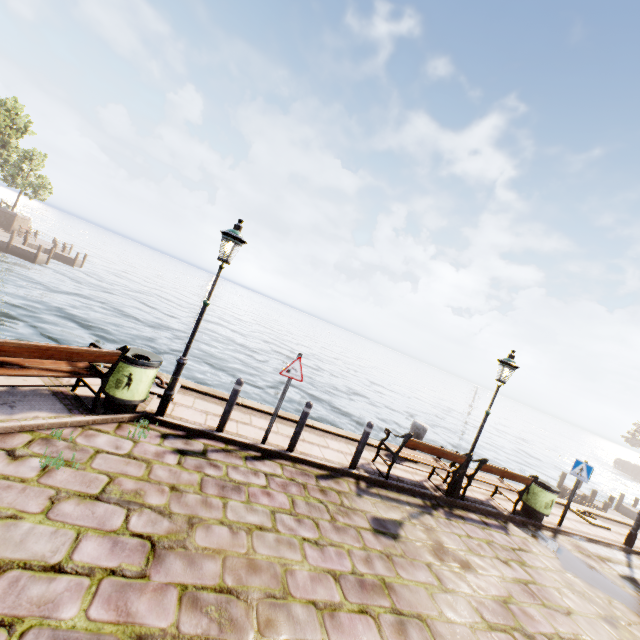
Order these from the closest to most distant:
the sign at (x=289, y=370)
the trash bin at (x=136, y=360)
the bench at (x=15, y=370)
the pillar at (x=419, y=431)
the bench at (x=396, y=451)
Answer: the bench at (x=15, y=370) < the trash bin at (x=136, y=360) < the sign at (x=289, y=370) < the bench at (x=396, y=451) < the pillar at (x=419, y=431)

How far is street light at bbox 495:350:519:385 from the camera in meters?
7.7 m

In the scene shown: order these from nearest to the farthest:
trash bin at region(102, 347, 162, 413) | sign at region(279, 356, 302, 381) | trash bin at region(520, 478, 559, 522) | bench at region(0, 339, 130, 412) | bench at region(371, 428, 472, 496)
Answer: bench at region(0, 339, 130, 412) < trash bin at region(102, 347, 162, 413) < sign at region(279, 356, 302, 381) < bench at region(371, 428, 472, 496) < trash bin at region(520, 478, 559, 522)

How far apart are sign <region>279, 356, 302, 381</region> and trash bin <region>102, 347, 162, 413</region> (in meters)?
2.14

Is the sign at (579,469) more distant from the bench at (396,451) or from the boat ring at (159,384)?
the boat ring at (159,384)

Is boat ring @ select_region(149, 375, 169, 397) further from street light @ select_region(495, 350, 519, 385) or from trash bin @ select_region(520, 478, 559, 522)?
trash bin @ select_region(520, 478, 559, 522)

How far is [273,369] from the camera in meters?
25.6 m

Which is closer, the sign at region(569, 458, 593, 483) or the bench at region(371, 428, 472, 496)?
the bench at region(371, 428, 472, 496)
